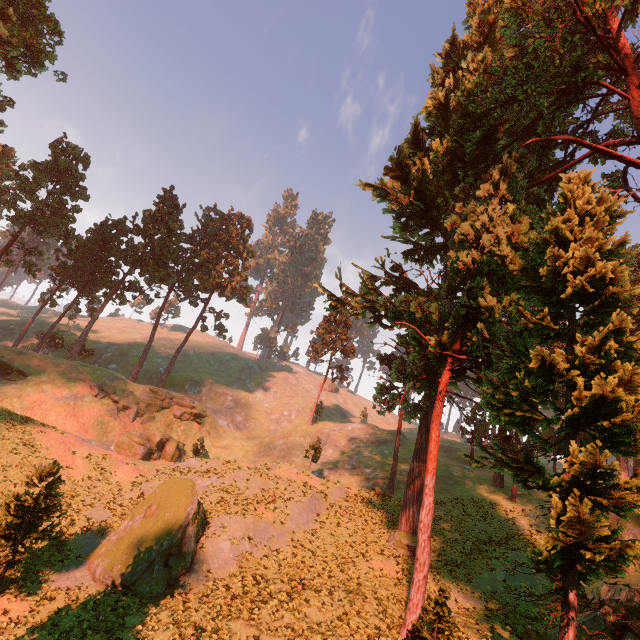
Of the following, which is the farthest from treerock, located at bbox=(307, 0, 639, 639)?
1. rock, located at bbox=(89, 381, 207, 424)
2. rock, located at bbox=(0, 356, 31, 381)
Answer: rock, located at bbox=(89, 381, 207, 424)

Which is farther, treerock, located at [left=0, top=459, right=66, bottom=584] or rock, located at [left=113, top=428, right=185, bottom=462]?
rock, located at [left=113, top=428, right=185, bottom=462]

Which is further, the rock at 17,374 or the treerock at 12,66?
the rock at 17,374

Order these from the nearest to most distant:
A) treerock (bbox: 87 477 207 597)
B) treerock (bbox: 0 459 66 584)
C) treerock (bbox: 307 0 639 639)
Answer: treerock (bbox: 307 0 639 639)
treerock (bbox: 0 459 66 584)
treerock (bbox: 87 477 207 597)

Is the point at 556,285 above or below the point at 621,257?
below

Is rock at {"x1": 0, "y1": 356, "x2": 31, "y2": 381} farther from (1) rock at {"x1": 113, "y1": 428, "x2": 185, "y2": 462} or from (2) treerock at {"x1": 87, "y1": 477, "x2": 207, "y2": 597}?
(1) rock at {"x1": 113, "y1": 428, "x2": 185, "y2": 462}

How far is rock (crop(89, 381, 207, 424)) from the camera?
39.44m

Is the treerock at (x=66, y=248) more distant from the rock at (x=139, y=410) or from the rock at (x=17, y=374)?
the rock at (x=139, y=410)
